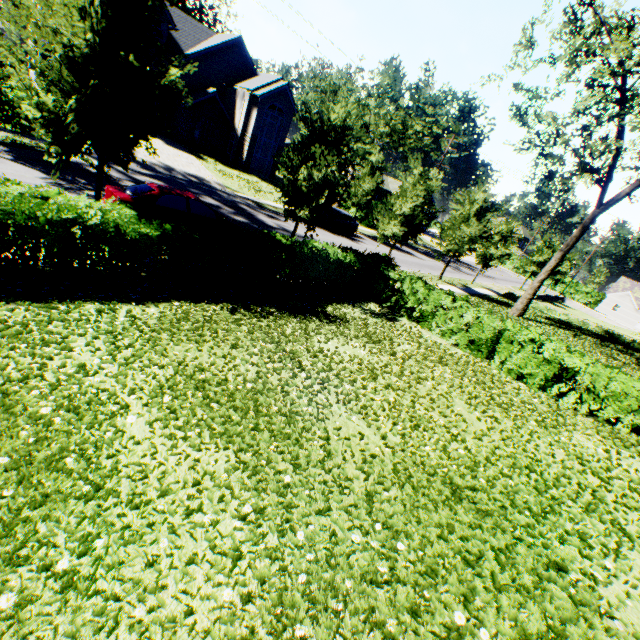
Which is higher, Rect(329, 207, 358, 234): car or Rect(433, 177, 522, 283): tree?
Rect(433, 177, 522, 283): tree

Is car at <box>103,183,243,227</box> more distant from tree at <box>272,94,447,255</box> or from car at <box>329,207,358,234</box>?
car at <box>329,207,358,234</box>

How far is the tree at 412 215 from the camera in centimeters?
1178cm

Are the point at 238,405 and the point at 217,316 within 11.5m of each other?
yes

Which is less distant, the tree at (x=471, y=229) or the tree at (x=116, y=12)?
the tree at (x=116, y=12)

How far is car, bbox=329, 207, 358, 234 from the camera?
27.2m

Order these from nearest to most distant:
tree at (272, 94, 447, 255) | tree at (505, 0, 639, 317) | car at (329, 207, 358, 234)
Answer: tree at (272, 94, 447, 255) → tree at (505, 0, 639, 317) → car at (329, 207, 358, 234)
